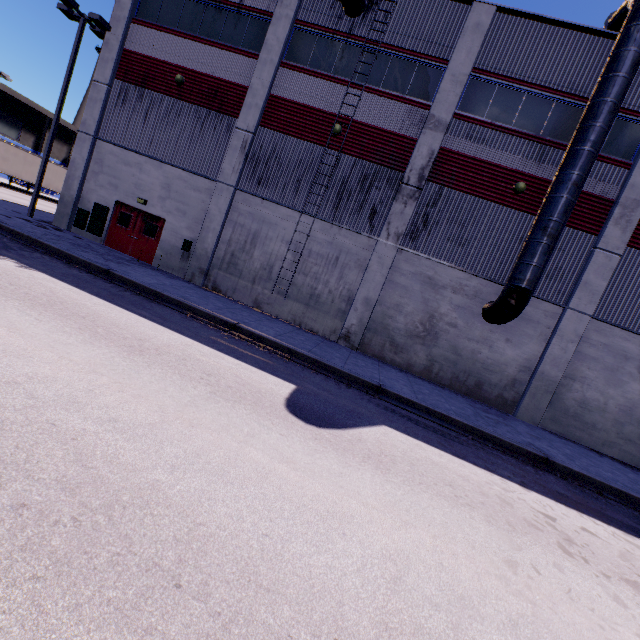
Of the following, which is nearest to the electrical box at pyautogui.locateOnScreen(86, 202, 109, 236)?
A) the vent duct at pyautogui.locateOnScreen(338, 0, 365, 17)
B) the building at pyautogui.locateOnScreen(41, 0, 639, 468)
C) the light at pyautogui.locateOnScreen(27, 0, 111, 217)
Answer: the building at pyautogui.locateOnScreen(41, 0, 639, 468)

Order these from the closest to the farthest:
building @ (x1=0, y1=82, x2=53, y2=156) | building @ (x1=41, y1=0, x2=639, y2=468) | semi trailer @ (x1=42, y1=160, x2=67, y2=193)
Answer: building @ (x1=41, y1=0, x2=639, y2=468)
semi trailer @ (x1=42, y1=160, x2=67, y2=193)
building @ (x1=0, y1=82, x2=53, y2=156)

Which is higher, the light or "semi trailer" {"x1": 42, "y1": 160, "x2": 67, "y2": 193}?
the light

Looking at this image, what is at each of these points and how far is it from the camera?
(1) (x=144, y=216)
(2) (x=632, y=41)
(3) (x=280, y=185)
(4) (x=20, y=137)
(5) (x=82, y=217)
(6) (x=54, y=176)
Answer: (1) door, 16.06m
(2) vent duct, 10.56m
(3) building, 14.70m
(4) building, 43.34m
(5) electrical box, 16.33m
(6) semi trailer, 33.03m

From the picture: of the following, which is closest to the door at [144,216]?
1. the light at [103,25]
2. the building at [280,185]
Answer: the building at [280,185]

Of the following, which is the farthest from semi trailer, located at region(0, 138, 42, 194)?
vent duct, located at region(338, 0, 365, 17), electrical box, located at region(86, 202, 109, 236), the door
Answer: the door

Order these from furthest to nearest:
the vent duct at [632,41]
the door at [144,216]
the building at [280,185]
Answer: the door at [144,216], the building at [280,185], the vent duct at [632,41]

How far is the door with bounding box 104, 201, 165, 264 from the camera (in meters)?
16.02
